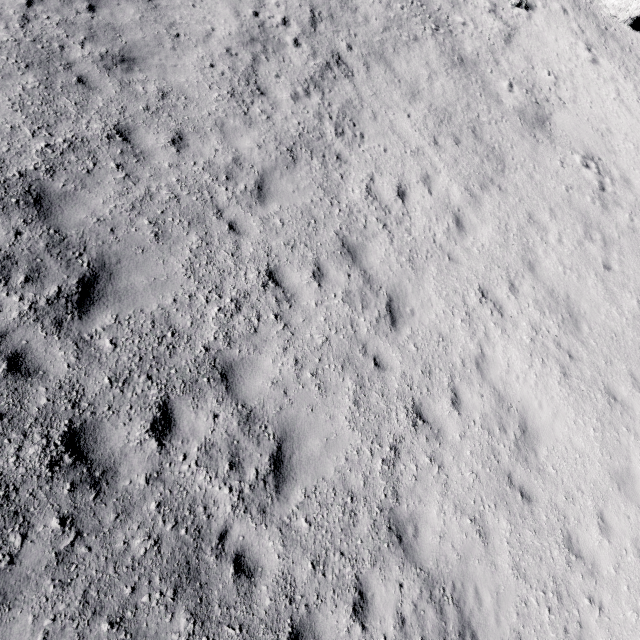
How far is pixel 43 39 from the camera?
6.4m
